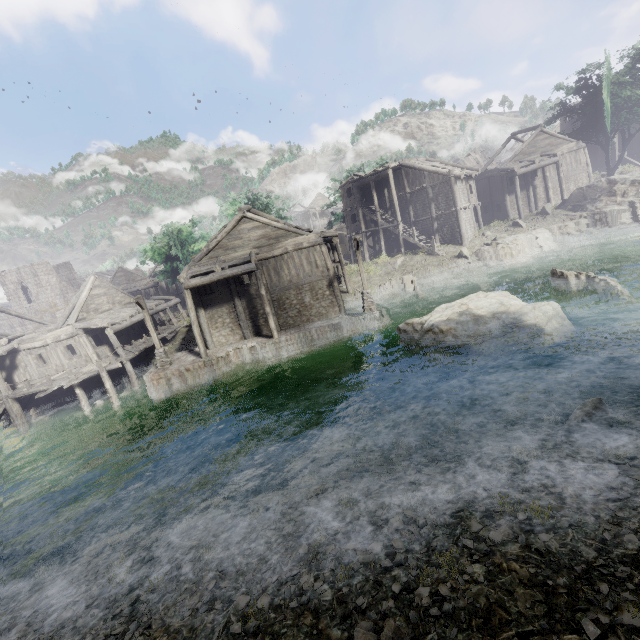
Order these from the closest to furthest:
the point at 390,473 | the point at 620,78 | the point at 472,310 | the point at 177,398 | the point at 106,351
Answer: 1. the point at 390,473
2. the point at 472,310
3. the point at 177,398
4. the point at 106,351
5. the point at 620,78

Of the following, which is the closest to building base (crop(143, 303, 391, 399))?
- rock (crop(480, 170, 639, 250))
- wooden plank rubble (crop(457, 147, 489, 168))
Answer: rock (crop(480, 170, 639, 250))

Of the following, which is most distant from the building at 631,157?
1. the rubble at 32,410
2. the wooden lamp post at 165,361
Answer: the wooden lamp post at 165,361

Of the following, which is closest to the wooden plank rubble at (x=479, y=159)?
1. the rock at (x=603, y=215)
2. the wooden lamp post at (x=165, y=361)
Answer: the rock at (x=603, y=215)

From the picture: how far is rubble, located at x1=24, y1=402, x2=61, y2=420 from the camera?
22.78m

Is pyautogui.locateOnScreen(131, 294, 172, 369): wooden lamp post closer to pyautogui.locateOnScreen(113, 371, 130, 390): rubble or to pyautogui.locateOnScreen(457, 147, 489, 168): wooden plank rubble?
pyautogui.locateOnScreen(113, 371, 130, 390): rubble

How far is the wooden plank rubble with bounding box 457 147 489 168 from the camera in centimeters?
4484cm

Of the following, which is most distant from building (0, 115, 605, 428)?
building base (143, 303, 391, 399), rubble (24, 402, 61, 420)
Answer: rubble (24, 402, 61, 420)
